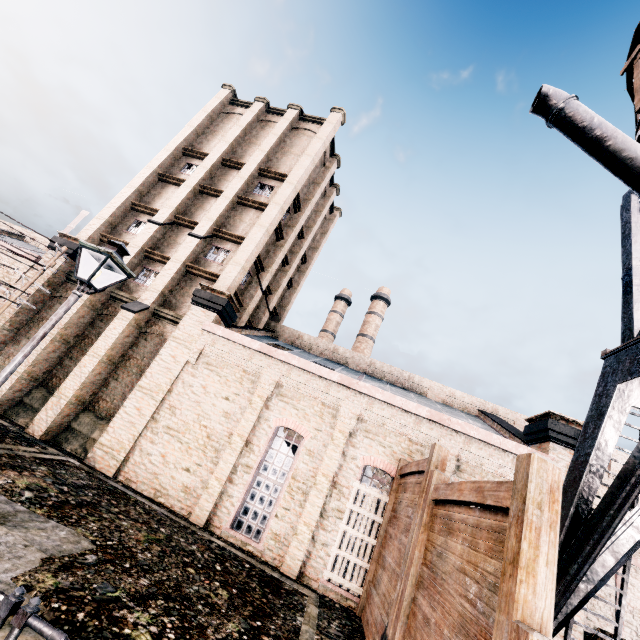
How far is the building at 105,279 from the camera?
19.2 meters

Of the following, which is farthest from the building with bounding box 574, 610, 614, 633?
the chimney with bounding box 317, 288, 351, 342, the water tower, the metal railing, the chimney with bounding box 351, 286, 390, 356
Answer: the chimney with bounding box 351, 286, 390, 356

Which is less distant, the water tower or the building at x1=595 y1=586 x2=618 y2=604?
the water tower

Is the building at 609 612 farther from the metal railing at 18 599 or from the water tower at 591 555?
the metal railing at 18 599

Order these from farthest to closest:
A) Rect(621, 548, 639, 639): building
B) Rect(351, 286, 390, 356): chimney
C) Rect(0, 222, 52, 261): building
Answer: Rect(351, 286, 390, 356): chimney < Rect(0, 222, 52, 261): building < Rect(621, 548, 639, 639): building

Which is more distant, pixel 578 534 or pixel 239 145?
pixel 239 145

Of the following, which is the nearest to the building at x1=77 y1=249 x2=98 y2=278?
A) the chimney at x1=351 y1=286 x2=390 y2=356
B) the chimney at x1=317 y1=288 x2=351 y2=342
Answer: the chimney at x1=317 y1=288 x2=351 y2=342

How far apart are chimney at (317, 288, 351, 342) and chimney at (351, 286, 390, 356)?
2.53m
